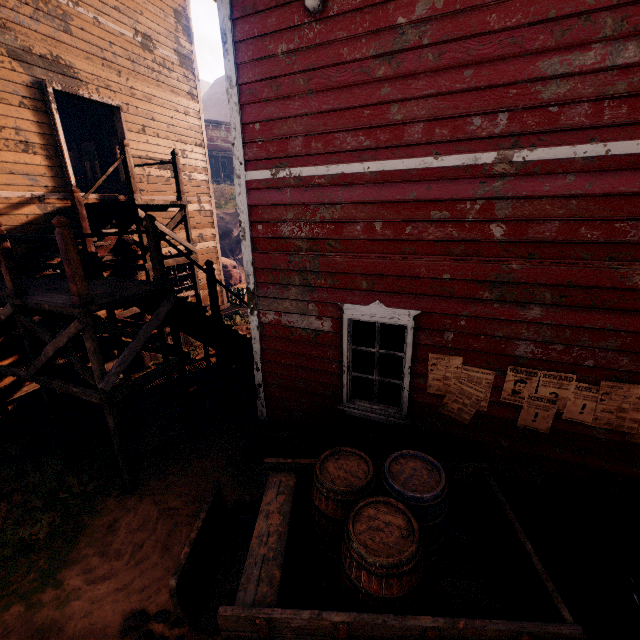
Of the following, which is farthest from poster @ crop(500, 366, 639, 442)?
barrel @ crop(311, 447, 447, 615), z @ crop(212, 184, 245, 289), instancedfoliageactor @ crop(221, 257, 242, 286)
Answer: instancedfoliageactor @ crop(221, 257, 242, 286)

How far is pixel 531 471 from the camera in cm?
405

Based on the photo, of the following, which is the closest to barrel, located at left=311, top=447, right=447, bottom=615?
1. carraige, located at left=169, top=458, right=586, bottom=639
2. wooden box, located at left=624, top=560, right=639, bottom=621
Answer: carraige, located at left=169, top=458, right=586, bottom=639

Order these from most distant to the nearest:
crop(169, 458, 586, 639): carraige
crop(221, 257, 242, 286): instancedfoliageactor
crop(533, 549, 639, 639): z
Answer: crop(221, 257, 242, 286): instancedfoliageactor
crop(533, 549, 639, 639): z
crop(169, 458, 586, 639): carraige

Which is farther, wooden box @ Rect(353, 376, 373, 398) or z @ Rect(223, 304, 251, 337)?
z @ Rect(223, 304, 251, 337)

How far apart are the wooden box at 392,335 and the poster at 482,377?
0.5m

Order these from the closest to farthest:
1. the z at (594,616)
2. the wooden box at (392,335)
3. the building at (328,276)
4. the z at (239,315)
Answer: the building at (328,276) → the z at (594,616) → the wooden box at (392,335) → the z at (239,315)

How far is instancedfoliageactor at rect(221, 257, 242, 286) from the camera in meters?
19.9 m
